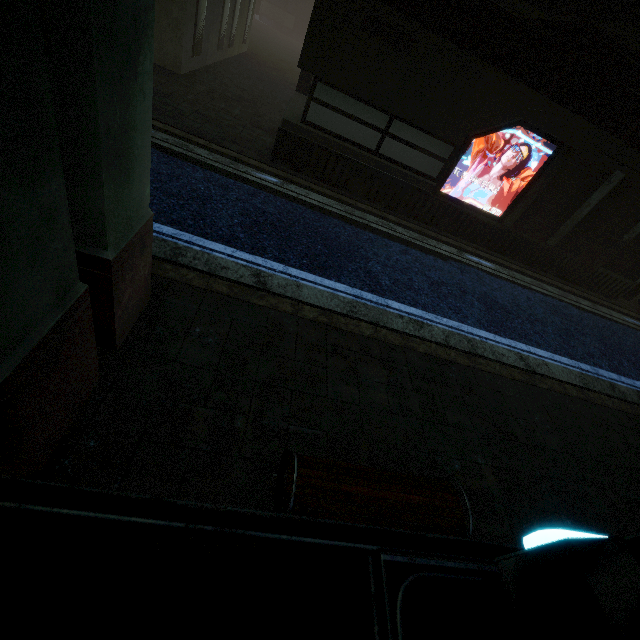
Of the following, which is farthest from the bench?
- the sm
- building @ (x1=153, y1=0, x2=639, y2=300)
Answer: the sm

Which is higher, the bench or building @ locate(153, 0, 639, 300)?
building @ locate(153, 0, 639, 300)

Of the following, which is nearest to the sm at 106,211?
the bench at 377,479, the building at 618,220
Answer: the building at 618,220

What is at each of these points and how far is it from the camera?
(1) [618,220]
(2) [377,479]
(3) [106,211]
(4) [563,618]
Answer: (1) building, 8.9m
(2) bench, 2.7m
(3) sm, 2.2m
(4) building, 0.7m

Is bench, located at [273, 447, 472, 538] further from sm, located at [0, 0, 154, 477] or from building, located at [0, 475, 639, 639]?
sm, located at [0, 0, 154, 477]

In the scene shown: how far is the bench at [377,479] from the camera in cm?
243

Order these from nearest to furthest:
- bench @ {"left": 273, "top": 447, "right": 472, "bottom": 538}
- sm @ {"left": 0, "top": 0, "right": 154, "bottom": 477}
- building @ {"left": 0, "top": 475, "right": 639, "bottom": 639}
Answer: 1. building @ {"left": 0, "top": 475, "right": 639, "bottom": 639}
2. sm @ {"left": 0, "top": 0, "right": 154, "bottom": 477}
3. bench @ {"left": 273, "top": 447, "right": 472, "bottom": 538}
